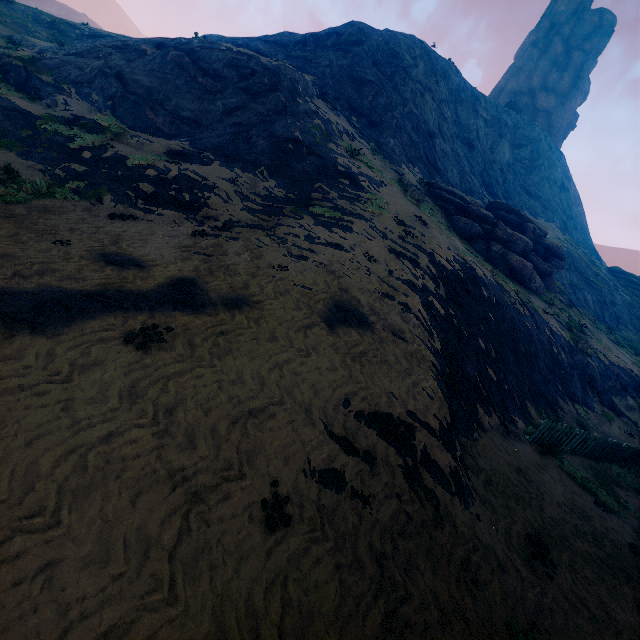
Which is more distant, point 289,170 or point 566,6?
point 566,6

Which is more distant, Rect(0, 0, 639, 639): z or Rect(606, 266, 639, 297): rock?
Rect(606, 266, 639, 297): rock

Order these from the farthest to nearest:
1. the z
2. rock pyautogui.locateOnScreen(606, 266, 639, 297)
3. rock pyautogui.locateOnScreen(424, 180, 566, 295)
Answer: rock pyautogui.locateOnScreen(606, 266, 639, 297)
rock pyautogui.locateOnScreen(424, 180, 566, 295)
the z

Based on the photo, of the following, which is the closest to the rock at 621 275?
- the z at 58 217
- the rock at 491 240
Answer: the z at 58 217

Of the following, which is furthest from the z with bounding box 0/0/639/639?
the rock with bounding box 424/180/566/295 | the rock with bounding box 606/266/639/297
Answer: the rock with bounding box 424/180/566/295

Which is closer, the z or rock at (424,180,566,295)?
the z

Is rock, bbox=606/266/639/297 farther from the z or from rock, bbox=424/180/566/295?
rock, bbox=424/180/566/295

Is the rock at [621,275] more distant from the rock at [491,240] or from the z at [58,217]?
the rock at [491,240]
